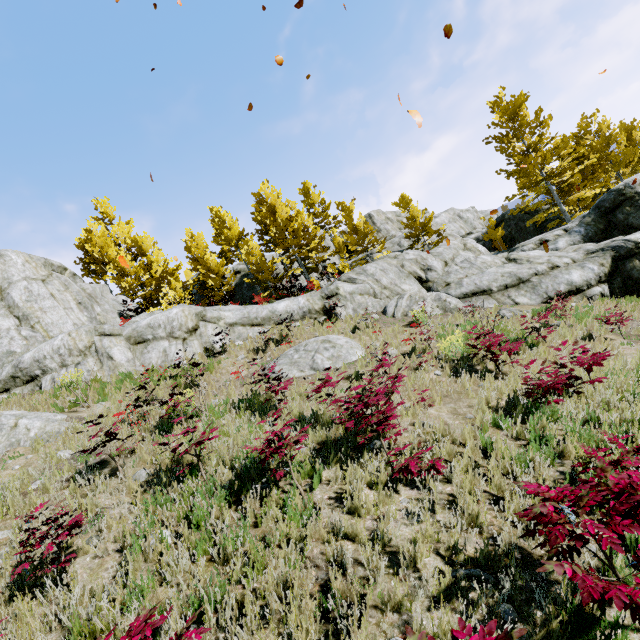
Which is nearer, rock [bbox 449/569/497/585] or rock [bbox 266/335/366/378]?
rock [bbox 449/569/497/585]

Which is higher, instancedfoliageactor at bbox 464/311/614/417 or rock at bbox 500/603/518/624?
instancedfoliageactor at bbox 464/311/614/417

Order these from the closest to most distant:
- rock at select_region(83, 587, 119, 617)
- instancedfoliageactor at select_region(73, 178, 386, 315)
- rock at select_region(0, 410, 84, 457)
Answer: rock at select_region(83, 587, 119, 617) → rock at select_region(0, 410, 84, 457) → instancedfoliageactor at select_region(73, 178, 386, 315)

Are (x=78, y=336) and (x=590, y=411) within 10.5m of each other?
no

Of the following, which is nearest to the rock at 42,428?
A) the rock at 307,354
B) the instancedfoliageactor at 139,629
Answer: the instancedfoliageactor at 139,629

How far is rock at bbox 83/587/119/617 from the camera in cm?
289

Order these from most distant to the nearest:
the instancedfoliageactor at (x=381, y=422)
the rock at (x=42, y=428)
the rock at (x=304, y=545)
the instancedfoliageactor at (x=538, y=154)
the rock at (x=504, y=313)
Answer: the instancedfoliageactor at (x=538, y=154)
the rock at (x=504, y=313)
the rock at (x=42, y=428)
the instancedfoliageactor at (x=381, y=422)
the rock at (x=304, y=545)
